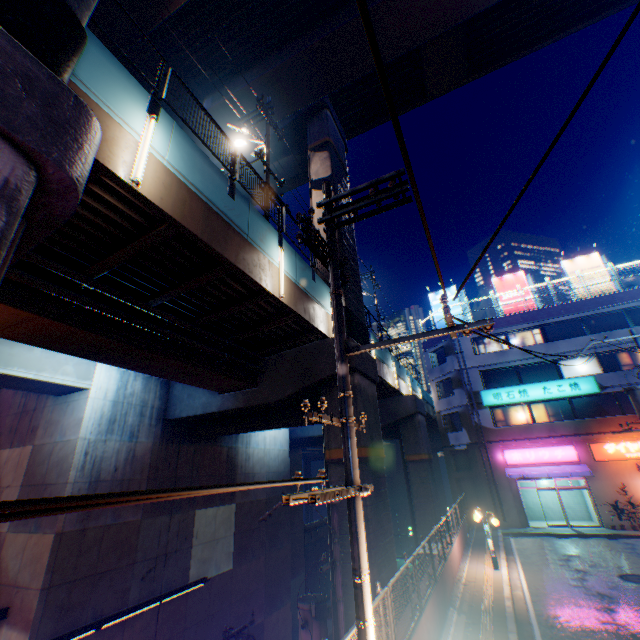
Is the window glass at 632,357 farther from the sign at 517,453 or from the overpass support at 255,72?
the overpass support at 255,72

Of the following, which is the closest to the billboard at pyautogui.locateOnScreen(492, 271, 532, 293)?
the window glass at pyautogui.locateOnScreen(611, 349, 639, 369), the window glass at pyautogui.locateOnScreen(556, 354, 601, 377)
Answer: the window glass at pyautogui.locateOnScreen(556, 354, 601, 377)

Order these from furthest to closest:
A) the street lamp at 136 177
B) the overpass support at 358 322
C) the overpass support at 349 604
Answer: the overpass support at 358 322
the overpass support at 349 604
the street lamp at 136 177

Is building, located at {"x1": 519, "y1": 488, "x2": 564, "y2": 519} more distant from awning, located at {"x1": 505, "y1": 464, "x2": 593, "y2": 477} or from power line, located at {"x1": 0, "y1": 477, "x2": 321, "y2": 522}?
power line, located at {"x1": 0, "y1": 477, "x2": 321, "y2": 522}

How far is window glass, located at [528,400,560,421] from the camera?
24.5 meters

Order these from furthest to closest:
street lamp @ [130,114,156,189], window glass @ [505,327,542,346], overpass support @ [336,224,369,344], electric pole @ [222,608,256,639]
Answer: window glass @ [505,327,542,346] → overpass support @ [336,224,369,344] → electric pole @ [222,608,256,639] → street lamp @ [130,114,156,189]

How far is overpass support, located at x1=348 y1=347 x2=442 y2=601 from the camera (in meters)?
11.05

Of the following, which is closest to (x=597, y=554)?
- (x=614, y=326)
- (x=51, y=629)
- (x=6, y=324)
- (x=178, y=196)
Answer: (x=614, y=326)
